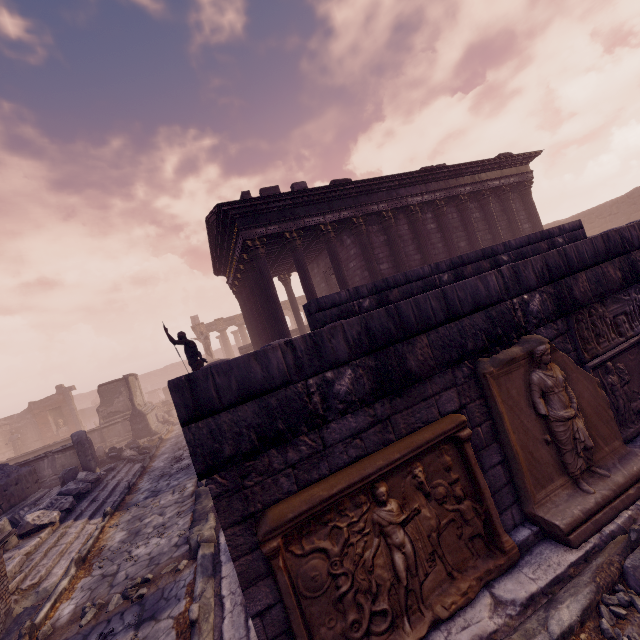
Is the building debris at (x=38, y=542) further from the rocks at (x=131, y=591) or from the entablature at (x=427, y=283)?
the entablature at (x=427, y=283)

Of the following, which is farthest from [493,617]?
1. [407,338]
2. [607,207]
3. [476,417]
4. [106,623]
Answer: [607,207]

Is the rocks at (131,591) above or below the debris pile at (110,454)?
below

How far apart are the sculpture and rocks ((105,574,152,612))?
4.91m

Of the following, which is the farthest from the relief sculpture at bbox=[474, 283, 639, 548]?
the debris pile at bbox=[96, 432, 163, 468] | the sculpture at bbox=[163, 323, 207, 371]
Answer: the sculpture at bbox=[163, 323, 207, 371]

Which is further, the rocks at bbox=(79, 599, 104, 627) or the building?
the building

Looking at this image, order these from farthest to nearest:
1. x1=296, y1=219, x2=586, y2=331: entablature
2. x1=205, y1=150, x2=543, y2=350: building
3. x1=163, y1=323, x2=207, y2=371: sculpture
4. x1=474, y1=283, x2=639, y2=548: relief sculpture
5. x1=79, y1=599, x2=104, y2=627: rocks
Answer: x1=205, y1=150, x2=543, y2=350: building
x1=163, y1=323, x2=207, y2=371: sculpture
x1=296, y1=219, x2=586, y2=331: entablature
x1=79, y1=599, x2=104, y2=627: rocks
x1=474, y1=283, x2=639, y2=548: relief sculpture

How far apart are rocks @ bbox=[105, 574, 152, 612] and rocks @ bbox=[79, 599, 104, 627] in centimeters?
14cm
